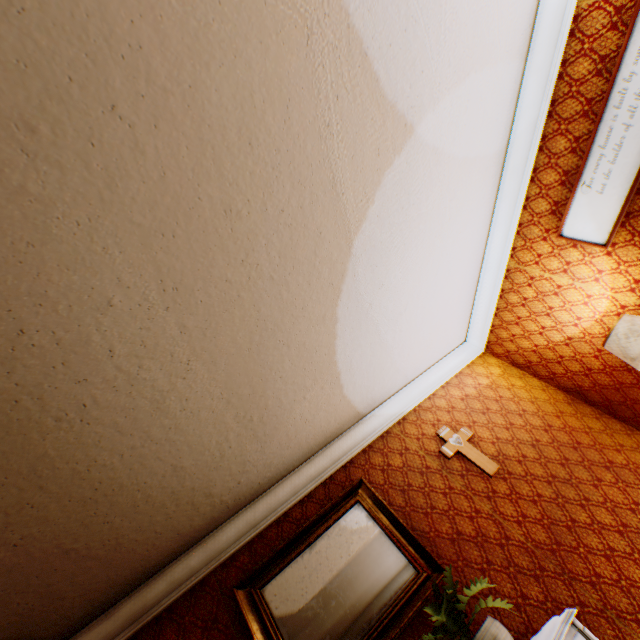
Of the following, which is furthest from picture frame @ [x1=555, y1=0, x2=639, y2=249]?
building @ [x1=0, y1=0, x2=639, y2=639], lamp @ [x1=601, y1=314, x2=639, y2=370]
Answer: lamp @ [x1=601, y1=314, x2=639, y2=370]

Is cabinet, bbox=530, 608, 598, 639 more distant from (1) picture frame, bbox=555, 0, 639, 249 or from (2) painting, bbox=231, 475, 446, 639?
(1) picture frame, bbox=555, 0, 639, 249

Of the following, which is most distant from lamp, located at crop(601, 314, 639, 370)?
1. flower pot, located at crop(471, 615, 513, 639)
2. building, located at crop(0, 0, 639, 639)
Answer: flower pot, located at crop(471, 615, 513, 639)

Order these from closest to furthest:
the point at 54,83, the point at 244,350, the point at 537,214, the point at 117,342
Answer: the point at 54,83 → the point at 117,342 → the point at 244,350 → the point at 537,214

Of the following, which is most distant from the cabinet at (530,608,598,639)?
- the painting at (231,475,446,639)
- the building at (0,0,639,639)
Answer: the painting at (231,475,446,639)

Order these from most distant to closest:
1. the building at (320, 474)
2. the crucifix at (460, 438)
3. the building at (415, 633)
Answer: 1. the crucifix at (460, 438)
2. the building at (415, 633)
3. the building at (320, 474)

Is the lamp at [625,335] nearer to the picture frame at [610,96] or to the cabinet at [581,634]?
the picture frame at [610,96]

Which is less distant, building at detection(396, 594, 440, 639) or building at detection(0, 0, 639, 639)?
building at detection(0, 0, 639, 639)
